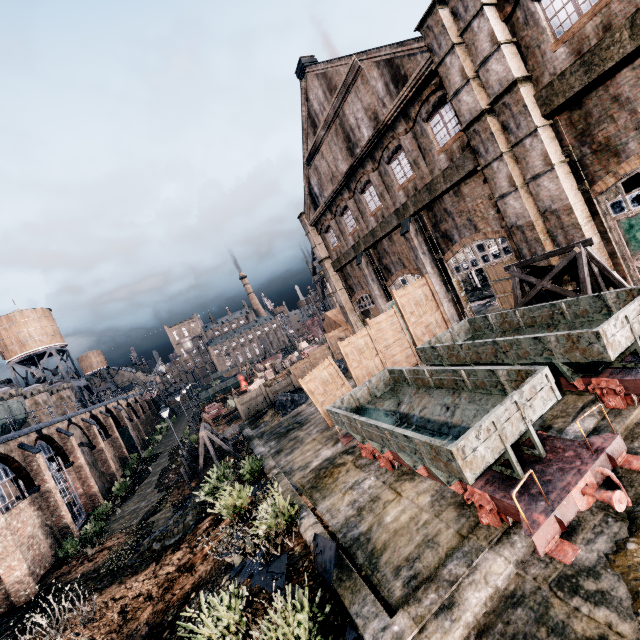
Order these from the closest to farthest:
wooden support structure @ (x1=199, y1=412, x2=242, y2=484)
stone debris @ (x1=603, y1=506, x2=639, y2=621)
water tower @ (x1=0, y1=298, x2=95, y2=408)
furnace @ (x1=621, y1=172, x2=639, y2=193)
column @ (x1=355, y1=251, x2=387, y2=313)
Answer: stone debris @ (x1=603, y1=506, x2=639, y2=621) → furnace @ (x1=621, y1=172, x2=639, y2=193) → wooden support structure @ (x1=199, y1=412, x2=242, y2=484) → column @ (x1=355, y1=251, x2=387, y2=313) → water tower @ (x1=0, y1=298, x2=95, y2=408)

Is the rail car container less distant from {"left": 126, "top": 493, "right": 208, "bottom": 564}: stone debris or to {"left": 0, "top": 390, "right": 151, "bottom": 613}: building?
{"left": 0, "top": 390, "right": 151, "bottom": 613}: building

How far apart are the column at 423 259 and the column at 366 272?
5.7m

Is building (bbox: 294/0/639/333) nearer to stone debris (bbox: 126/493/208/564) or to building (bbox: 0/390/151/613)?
stone debris (bbox: 126/493/208/564)

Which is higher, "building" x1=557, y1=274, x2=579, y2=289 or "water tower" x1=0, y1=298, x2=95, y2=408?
"water tower" x1=0, y1=298, x2=95, y2=408

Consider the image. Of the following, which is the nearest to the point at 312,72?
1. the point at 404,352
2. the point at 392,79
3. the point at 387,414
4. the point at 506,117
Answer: the point at 392,79

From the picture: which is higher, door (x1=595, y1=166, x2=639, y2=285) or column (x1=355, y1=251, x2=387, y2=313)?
column (x1=355, y1=251, x2=387, y2=313)

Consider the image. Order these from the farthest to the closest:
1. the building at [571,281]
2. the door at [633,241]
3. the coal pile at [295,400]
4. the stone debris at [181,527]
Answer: the coal pile at [295,400]
the stone debris at [181,527]
the building at [571,281]
the door at [633,241]
